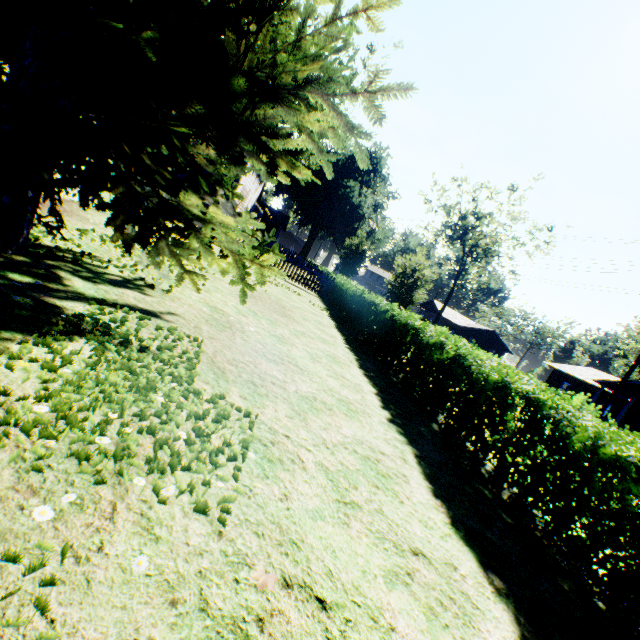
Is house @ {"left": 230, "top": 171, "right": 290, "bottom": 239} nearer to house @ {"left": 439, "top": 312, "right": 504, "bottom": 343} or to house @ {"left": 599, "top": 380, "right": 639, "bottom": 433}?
house @ {"left": 599, "top": 380, "right": 639, "bottom": 433}

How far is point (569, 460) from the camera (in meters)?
3.80

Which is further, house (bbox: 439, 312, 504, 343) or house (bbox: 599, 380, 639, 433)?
house (bbox: 439, 312, 504, 343)

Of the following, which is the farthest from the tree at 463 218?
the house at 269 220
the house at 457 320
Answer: the house at 269 220

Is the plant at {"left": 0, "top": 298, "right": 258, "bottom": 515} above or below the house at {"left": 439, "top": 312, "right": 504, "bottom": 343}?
below

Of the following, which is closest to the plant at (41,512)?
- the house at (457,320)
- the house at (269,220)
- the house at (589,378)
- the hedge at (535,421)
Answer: the house at (269,220)

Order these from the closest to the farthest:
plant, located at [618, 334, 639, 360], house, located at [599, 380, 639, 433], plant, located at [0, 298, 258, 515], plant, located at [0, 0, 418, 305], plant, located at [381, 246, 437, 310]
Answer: plant, located at [0, 298, 258, 515] → plant, located at [0, 0, 418, 305] → plant, located at [381, 246, 437, 310] → house, located at [599, 380, 639, 433] → plant, located at [618, 334, 639, 360]

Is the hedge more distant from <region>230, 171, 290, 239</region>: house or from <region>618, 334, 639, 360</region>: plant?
<region>230, 171, 290, 239</region>: house
